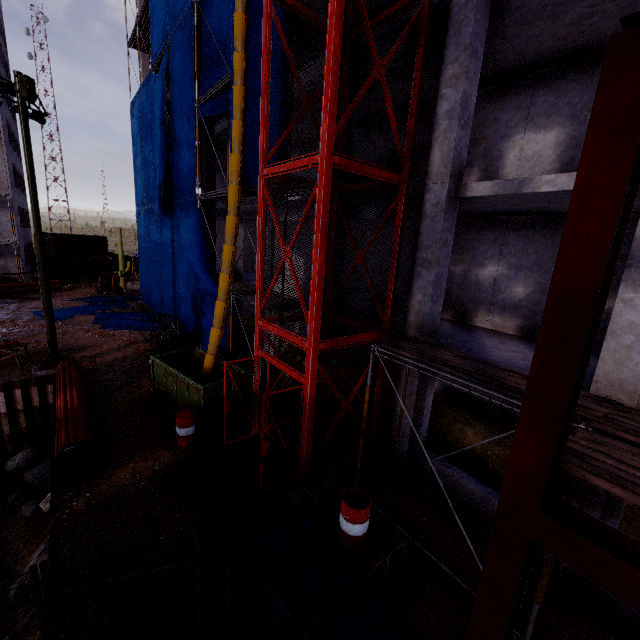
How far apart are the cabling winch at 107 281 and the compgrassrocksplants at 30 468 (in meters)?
19.41

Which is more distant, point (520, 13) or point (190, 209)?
point (190, 209)

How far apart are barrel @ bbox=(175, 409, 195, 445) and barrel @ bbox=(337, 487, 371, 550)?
5.52m

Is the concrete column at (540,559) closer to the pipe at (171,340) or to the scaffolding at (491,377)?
the scaffolding at (491,377)

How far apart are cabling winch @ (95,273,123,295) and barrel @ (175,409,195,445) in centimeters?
2535cm

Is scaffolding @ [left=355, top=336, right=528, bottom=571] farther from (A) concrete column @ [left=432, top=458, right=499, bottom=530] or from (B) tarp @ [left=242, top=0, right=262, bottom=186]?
(B) tarp @ [left=242, top=0, right=262, bottom=186]

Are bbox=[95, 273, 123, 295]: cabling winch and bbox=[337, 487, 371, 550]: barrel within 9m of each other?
no

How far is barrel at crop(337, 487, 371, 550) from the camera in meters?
5.7
